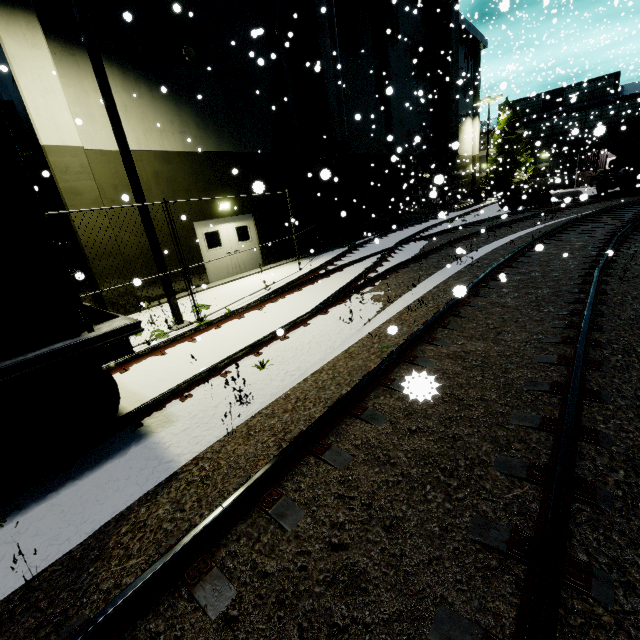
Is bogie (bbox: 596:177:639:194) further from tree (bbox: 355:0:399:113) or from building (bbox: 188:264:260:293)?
building (bbox: 188:264:260:293)

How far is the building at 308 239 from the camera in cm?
1689

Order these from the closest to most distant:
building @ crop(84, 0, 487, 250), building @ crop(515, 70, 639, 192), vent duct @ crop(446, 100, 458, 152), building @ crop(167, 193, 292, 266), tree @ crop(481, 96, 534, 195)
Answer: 1. building @ crop(84, 0, 487, 250)
2. building @ crop(167, 193, 292, 266)
3. vent duct @ crop(446, 100, 458, 152)
4. building @ crop(515, 70, 639, 192)
5. tree @ crop(481, 96, 534, 195)

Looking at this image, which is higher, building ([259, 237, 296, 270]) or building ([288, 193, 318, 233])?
building ([288, 193, 318, 233])

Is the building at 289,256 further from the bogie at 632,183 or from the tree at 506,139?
the bogie at 632,183

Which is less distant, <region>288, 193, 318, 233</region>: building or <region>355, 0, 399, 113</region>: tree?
<region>288, 193, 318, 233</region>: building

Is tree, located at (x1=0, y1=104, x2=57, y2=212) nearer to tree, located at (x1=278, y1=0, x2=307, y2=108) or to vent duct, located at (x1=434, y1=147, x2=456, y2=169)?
tree, located at (x1=278, y1=0, x2=307, y2=108)

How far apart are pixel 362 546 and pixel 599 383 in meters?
3.3
